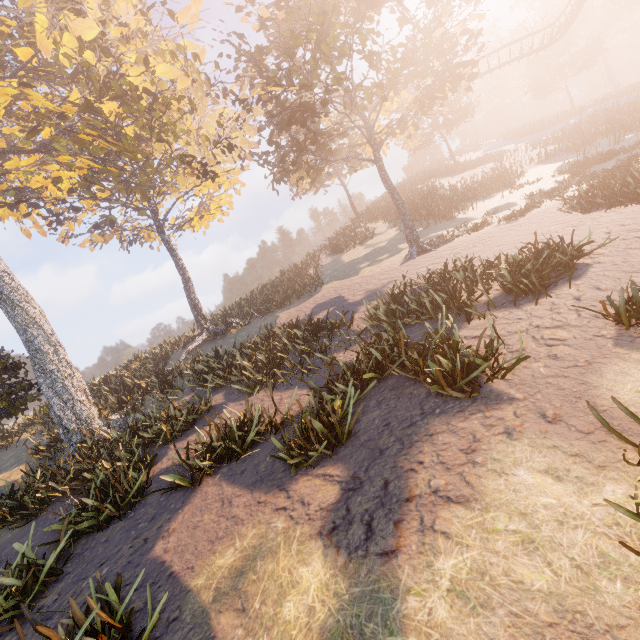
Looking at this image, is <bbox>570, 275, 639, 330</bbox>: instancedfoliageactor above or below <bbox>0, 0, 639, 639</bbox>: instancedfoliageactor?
below

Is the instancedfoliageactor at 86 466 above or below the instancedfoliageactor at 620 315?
above

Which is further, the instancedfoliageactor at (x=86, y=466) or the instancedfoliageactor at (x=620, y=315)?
the instancedfoliageactor at (x=86, y=466)

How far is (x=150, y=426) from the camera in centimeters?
1048cm

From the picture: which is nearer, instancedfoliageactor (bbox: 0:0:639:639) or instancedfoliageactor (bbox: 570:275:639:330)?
instancedfoliageactor (bbox: 570:275:639:330)
